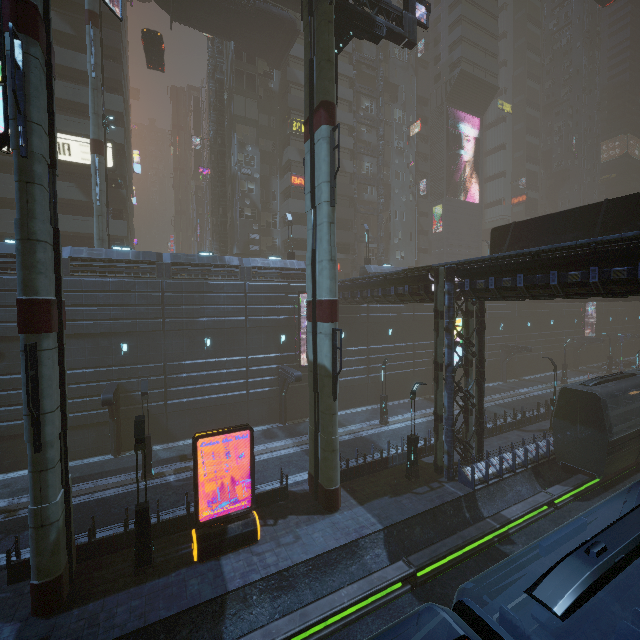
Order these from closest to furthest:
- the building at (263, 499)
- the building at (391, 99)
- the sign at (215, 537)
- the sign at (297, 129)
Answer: the sign at (215, 537) → the building at (263, 499) → the sign at (297, 129) → the building at (391, 99)

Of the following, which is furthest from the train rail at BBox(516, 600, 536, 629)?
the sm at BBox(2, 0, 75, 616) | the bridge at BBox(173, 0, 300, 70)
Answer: the bridge at BBox(173, 0, 300, 70)

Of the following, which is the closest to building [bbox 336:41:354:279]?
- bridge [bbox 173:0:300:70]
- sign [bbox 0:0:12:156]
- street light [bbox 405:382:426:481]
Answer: sign [bbox 0:0:12:156]

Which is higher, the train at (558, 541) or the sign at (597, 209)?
the sign at (597, 209)

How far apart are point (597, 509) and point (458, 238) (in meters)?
43.76

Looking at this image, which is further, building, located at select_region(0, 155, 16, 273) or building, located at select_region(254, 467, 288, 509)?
building, located at select_region(0, 155, 16, 273)

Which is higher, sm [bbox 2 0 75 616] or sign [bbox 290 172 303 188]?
sign [bbox 290 172 303 188]

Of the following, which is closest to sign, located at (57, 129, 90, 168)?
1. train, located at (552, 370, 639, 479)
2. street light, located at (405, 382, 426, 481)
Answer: train, located at (552, 370, 639, 479)
